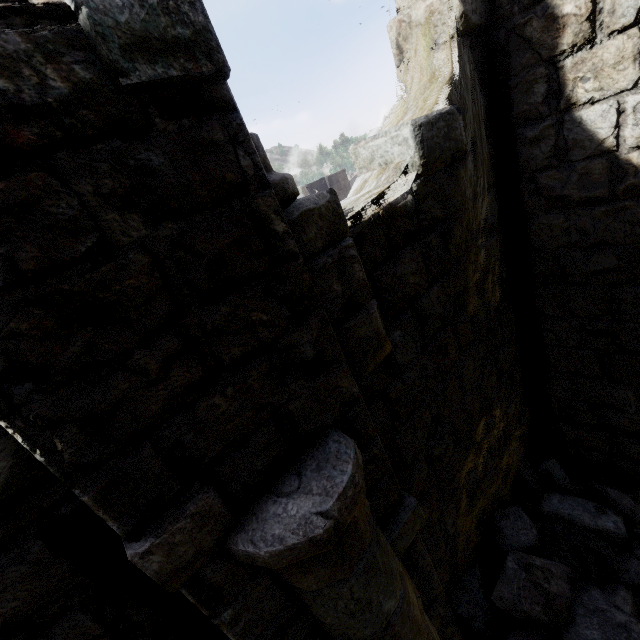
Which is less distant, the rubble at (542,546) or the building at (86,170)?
the building at (86,170)

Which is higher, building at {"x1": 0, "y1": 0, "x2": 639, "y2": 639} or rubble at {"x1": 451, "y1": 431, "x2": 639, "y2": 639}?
building at {"x1": 0, "y1": 0, "x2": 639, "y2": 639}

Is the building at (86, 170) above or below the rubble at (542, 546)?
→ above

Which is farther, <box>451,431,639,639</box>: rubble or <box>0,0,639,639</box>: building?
<box>451,431,639,639</box>: rubble

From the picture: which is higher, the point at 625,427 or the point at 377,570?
the point at 377,570
